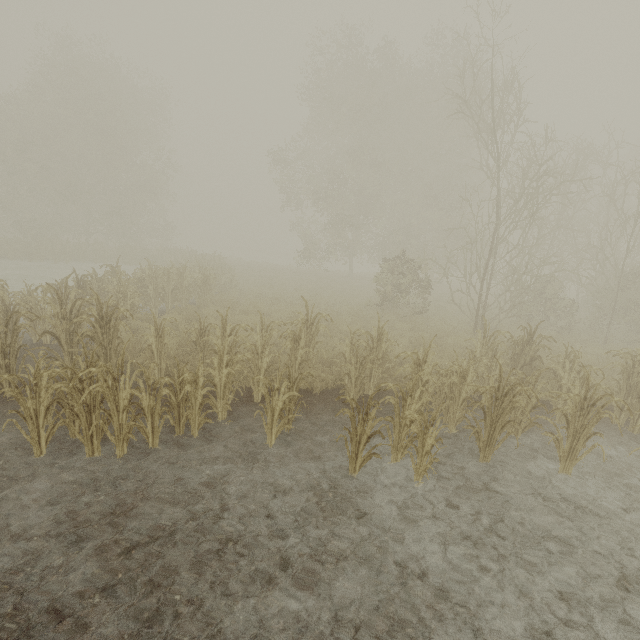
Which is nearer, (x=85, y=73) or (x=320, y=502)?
(x=320, y=502)
